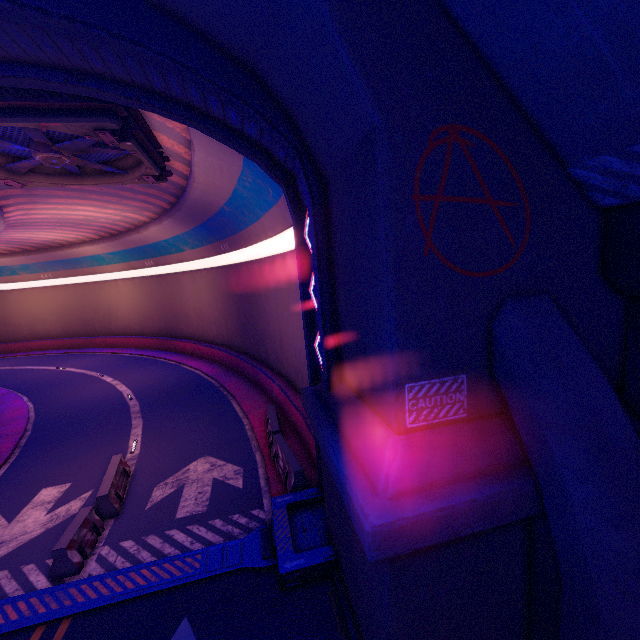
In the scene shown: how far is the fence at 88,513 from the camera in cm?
783

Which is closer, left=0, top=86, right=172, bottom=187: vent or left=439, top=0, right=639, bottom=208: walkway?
left=439, top=0, right=639, bottom=208: walkway

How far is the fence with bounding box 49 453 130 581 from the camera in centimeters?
783cm

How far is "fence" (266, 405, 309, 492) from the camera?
9.7 meters

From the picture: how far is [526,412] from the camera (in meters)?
3.87

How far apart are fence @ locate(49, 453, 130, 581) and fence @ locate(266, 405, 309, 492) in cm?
516

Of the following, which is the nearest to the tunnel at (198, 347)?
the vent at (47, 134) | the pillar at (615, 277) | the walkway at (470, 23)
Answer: the vent at (47, 134)

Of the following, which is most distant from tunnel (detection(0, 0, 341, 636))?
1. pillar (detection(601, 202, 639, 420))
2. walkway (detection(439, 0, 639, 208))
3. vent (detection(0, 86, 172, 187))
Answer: pillar (detection(601, 202, 639, 420))
